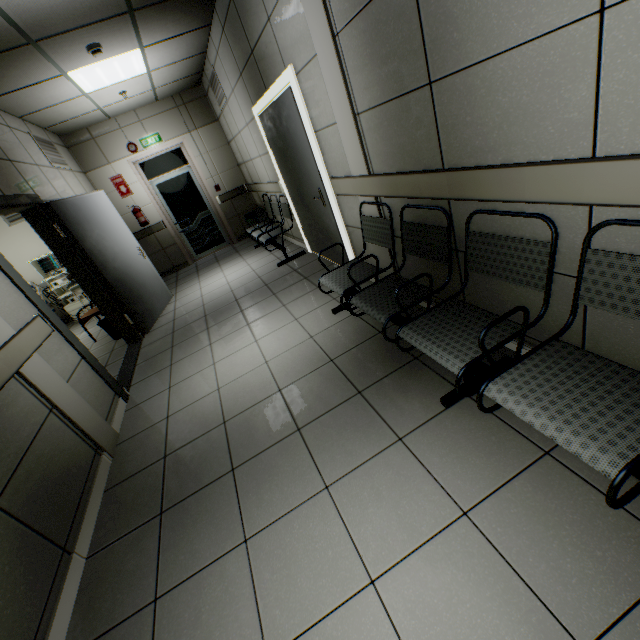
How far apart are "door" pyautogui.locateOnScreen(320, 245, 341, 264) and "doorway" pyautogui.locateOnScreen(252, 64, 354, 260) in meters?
0.0

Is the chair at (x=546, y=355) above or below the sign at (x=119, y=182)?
below

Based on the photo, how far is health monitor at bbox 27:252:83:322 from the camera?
6.52m

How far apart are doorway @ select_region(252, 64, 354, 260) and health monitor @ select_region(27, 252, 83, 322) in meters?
5.1

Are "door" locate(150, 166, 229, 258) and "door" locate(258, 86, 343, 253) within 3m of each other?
no

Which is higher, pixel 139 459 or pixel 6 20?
pixel 6 20

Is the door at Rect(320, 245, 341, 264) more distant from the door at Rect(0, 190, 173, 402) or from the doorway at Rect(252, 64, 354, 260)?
the door at Rect(0, 190, 173, 402)

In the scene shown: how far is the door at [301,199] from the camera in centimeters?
343cm
